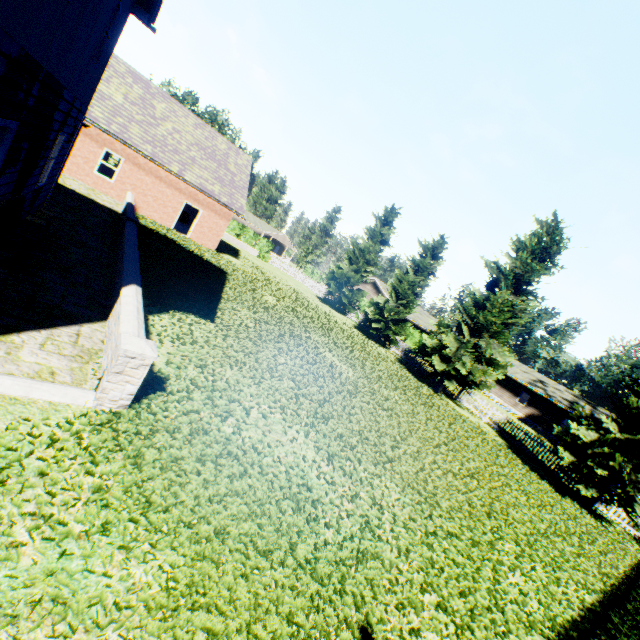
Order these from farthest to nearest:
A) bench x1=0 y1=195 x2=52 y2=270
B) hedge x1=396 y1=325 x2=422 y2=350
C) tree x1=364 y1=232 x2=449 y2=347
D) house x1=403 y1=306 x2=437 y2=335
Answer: house x1=403 y1=306 x2=437 y2=335
hedge x1=396 y1=325 x2=422 y2=350
tree x1=364 y1=232 x2=449 y2=347
bench x1=0 y1=195 x2=52 y2=270

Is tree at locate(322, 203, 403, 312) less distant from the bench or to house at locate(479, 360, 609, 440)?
house at locate(479, 360, 609, 440)

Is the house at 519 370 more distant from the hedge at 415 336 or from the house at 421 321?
the house at 421 321

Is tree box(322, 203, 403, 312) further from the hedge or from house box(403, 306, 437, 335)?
house box(403, 306, 437, 335)

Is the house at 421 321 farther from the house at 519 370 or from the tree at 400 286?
the tree at 400 286

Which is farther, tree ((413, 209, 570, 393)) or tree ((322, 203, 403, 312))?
tree ((322, 203, 403, 312))

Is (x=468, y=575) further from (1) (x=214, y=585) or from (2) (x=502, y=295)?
(2) (x=502, y=295)
